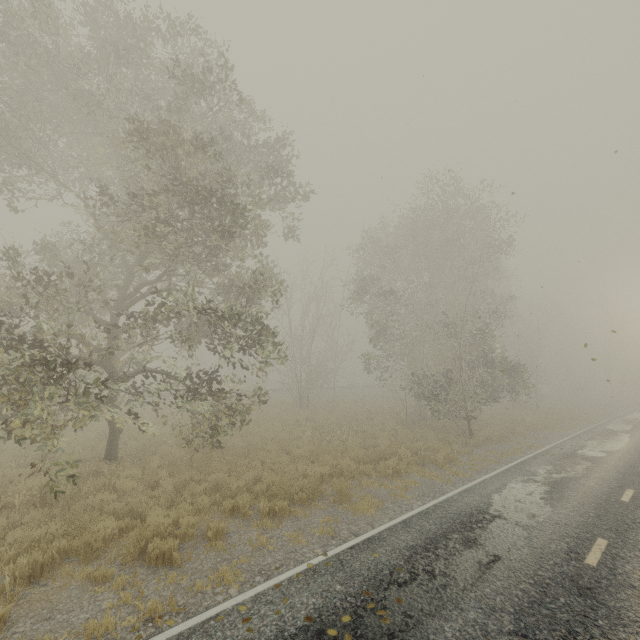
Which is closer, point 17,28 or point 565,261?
point 17,28

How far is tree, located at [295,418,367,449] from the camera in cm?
1580

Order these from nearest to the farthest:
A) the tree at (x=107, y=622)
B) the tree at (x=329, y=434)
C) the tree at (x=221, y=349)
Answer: the tree at (x=107, y=622) → the tree at (x=221, y=349) → the tree at (x=329, y=434)

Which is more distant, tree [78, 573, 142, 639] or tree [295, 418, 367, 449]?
tree [295, 418, 367, 449]

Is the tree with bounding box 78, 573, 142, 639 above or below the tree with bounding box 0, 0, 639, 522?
below

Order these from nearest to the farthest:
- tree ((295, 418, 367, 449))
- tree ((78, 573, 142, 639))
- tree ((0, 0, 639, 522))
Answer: tree ((78, 573, 142, 639)) < tree ((0, 0, 639, 522)) < tree ((295, 418, 367, 449))

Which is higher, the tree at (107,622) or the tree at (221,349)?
the tree at (221,349)
